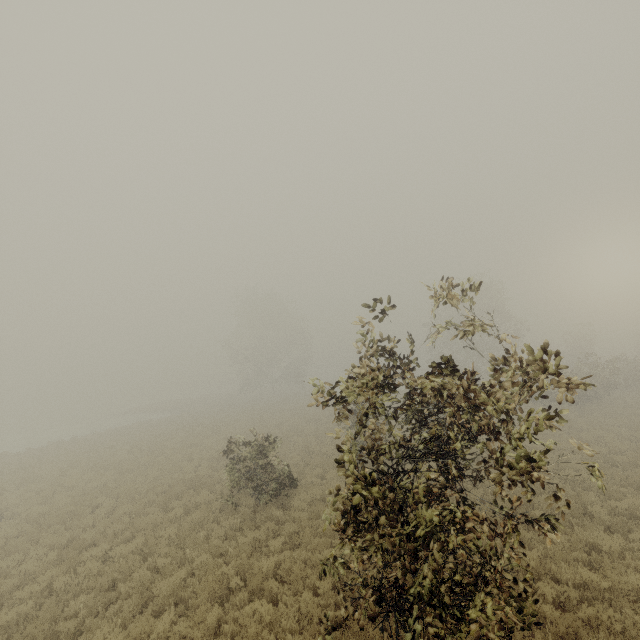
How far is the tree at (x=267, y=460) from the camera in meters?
12.5

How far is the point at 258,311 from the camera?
49.69m

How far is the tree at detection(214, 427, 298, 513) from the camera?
12.45m

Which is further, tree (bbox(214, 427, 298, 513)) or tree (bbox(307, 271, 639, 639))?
tree (bbox(214, 427, 298, 513))

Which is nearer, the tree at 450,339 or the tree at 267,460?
the tree at 450,339
